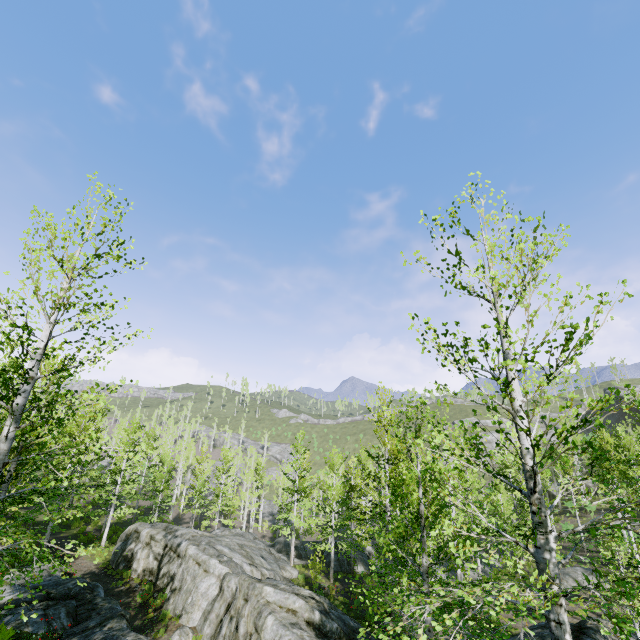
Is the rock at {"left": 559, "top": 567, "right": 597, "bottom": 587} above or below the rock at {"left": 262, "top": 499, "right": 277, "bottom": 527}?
above

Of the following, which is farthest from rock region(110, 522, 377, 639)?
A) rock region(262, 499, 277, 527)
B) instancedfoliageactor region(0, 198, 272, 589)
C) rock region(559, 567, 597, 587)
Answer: rock region(262, 499, 277, 527)

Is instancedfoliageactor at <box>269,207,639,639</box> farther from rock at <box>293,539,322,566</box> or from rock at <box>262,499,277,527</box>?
rock at <box>262,499,277,527</box>

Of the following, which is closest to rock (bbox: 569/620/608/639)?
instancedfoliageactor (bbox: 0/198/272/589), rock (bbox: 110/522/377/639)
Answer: rock (bbox: 110/522/377/639)

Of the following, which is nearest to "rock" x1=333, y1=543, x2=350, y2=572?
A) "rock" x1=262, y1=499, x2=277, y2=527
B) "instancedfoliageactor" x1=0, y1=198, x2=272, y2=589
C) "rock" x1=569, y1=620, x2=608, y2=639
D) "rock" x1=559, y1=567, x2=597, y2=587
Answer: "instancedfoliageactor" x1=0, y1=198, x2=272, y2=589

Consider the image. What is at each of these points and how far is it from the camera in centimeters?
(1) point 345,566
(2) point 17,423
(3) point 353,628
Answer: (1) rock, 2612cm
(2) instancedfoliageactor, 651cm
(3) rock, 1384cm

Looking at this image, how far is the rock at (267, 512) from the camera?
48.17m

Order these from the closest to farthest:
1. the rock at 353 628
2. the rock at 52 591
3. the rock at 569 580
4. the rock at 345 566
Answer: the rock at 52 591 < the rock at 353 628 < the rock at 569 580 < the rock at 345 566
